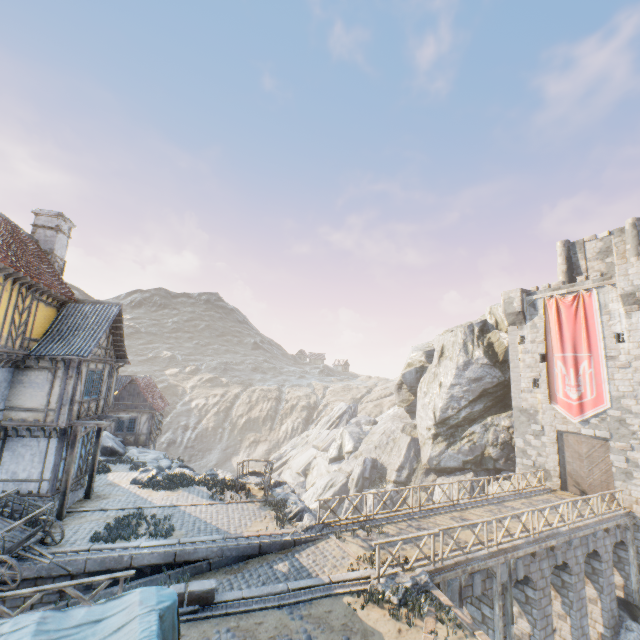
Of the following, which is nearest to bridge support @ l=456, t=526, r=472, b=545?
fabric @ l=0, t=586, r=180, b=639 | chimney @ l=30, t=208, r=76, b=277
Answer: fabric @ l=0, t=586, r=180, b=639

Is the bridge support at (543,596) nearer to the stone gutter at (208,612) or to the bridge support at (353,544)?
the bridge support at (353,544)

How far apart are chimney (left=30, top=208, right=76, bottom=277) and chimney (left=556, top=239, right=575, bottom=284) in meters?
36.3 m

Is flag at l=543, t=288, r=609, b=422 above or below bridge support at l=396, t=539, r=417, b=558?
above

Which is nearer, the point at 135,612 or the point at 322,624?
the point at 135,612

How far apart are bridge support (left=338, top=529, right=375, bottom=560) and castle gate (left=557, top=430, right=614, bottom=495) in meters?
16.8

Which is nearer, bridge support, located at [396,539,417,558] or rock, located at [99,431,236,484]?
bridge support, located at [396,539,417,558]

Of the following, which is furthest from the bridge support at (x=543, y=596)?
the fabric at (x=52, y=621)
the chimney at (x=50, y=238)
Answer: the chimney at (x=50, y=238)
